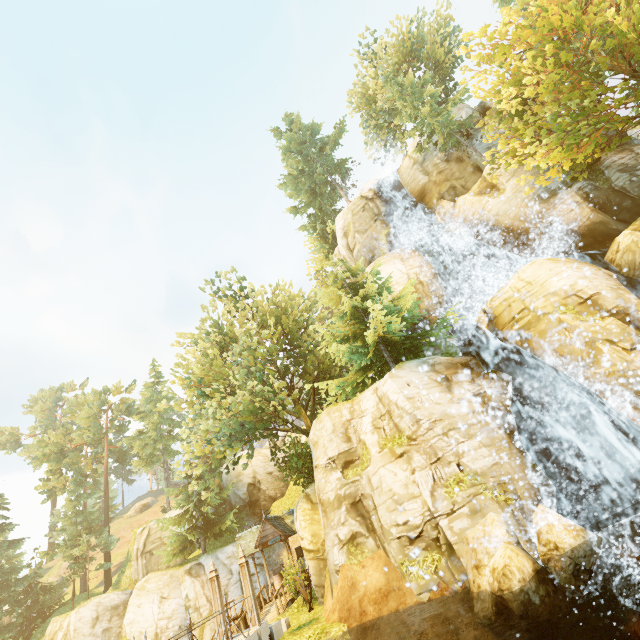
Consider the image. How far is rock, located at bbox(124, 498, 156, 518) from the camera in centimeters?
5598cm

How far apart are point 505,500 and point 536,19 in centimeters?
2611cm

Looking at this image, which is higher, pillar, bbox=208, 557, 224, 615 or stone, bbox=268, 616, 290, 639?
pillar, bbox=208, 557, 224, 615

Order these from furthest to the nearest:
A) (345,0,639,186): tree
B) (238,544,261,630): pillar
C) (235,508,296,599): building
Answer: (235,508,296,599): building
(345,0,639,186): tree
(238,544,261,630): pillar

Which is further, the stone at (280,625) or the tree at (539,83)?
the tree at (539,83)

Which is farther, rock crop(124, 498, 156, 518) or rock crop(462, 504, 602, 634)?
rock crop(124, 498, 156, 518)

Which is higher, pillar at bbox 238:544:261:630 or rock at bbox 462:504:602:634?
pillar at bbox 238:544:261:630

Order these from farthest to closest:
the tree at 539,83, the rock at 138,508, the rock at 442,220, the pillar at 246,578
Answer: the rock at 138,508 → the rock at 442,220 → the tree at 539,83 → the pillar at 246,578
